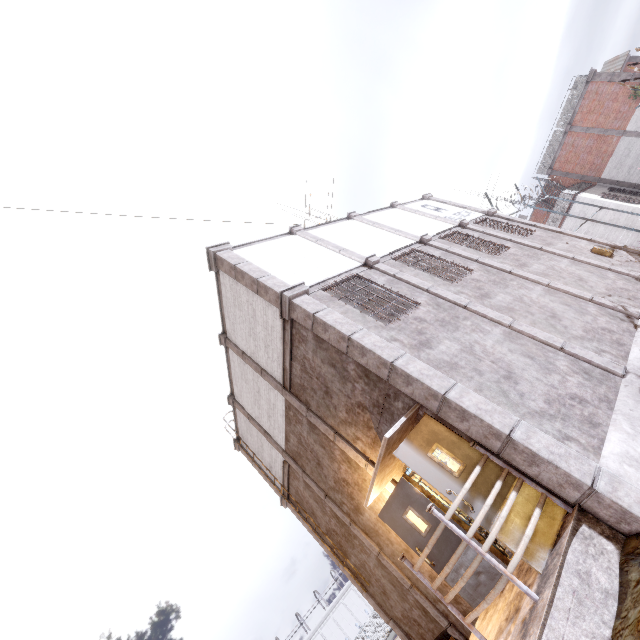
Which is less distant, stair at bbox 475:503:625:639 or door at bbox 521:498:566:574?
stair at bbox 475:503:625:639

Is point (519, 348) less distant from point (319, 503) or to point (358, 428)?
point (358, 428)

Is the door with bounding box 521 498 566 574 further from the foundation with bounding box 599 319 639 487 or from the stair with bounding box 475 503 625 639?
the foundation with bounding box 599 319 639 487

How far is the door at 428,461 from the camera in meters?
4.7

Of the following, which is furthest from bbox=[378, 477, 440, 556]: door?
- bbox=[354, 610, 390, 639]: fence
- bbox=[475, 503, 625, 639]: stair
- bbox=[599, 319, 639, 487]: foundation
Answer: bbox=[354, 610, 390, 639]: fence

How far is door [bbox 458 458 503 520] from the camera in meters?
4.4

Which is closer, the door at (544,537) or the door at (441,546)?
the door at (544,537)
